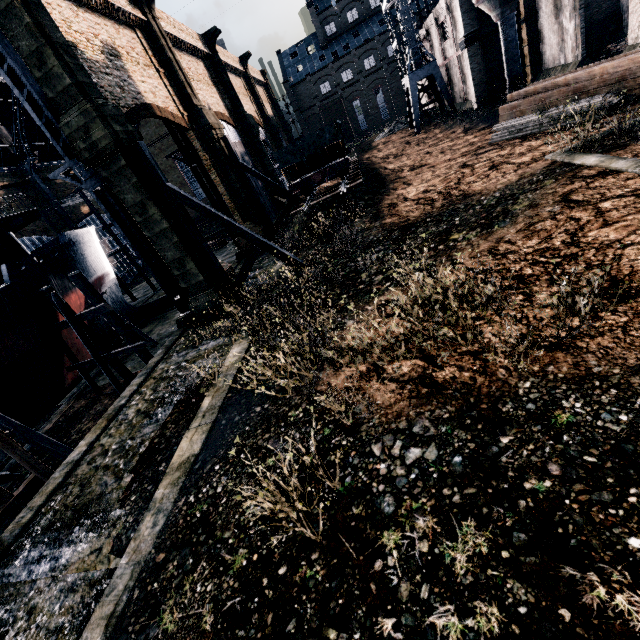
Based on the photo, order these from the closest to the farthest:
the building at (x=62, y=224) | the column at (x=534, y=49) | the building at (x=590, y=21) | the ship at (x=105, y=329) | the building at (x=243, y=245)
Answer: the building at (x=590, y=21) → the ship at (x=105, y=329) → the column at (x=534, y=49) → the building at (x=243, y=245) → the building at (x=62, y=224)

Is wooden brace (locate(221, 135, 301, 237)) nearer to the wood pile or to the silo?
the wood pile

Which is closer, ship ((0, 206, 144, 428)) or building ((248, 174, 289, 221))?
ship ((0, 206, 144, 428))

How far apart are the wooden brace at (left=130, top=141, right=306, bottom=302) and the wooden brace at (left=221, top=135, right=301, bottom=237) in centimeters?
1169cm

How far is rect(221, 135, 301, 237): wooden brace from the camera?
25.7 meters

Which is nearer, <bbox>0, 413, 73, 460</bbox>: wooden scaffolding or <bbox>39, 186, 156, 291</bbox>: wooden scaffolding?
<bbox>0, 413, 73, 460</bbox>: wooden scaffolding

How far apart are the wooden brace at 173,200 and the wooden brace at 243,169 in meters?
11.7

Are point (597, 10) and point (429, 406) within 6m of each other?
no
